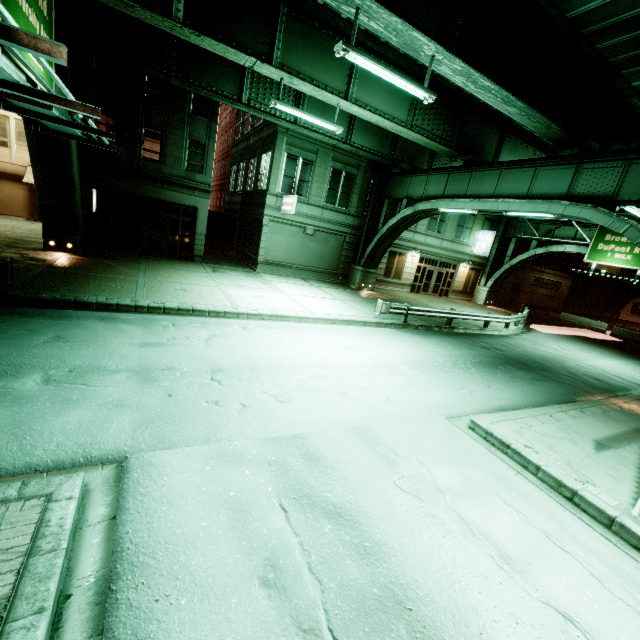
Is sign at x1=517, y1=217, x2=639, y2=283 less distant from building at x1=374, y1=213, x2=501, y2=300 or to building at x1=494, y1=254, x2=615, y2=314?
building at x1=374, y1=213, x2=501, y2=300

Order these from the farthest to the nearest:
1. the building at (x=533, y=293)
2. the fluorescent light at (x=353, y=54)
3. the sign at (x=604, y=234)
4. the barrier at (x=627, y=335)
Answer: the building at (x=533, y=293) → the barrier at (x=627, y=335) → the sign at (x=604, y=234) → the fluorescent light at (x=353, y=54)

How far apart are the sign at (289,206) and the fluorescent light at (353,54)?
11.0m

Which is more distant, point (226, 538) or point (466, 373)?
point (466, 373)

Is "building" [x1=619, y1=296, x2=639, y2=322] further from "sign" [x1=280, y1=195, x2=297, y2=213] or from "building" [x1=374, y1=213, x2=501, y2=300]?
"sign" [x1=280, y1=195, x2=297, y2=213]

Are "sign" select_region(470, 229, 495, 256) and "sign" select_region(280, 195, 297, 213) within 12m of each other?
no

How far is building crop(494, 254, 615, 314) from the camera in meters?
36.8

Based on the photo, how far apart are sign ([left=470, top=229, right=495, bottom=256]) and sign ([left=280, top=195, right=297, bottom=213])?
19.79m
